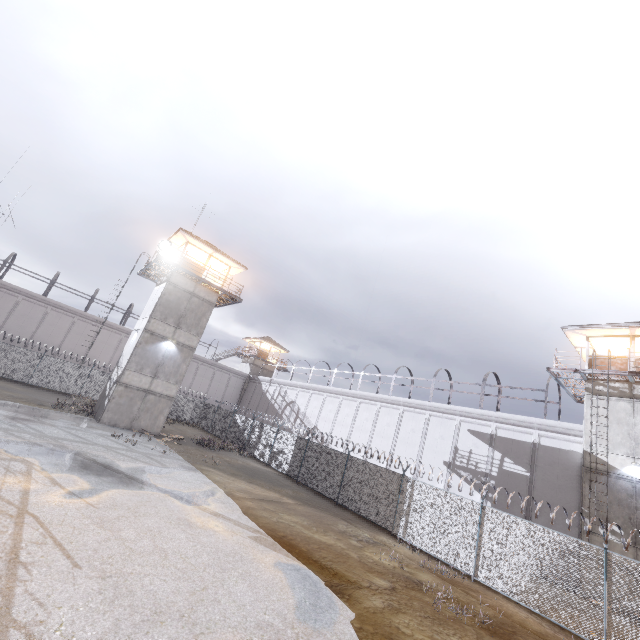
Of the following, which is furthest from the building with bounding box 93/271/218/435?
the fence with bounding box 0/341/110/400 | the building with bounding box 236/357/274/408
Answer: the building with bounding box 236/357/274/408

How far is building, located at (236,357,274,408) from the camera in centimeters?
4818cm

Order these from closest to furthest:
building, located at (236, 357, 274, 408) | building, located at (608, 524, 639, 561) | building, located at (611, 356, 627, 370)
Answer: building, located at (608, 524, 639, 561) < building, located at (611, 356, 627, 370) < building, located at (236, 357, 274, 408)

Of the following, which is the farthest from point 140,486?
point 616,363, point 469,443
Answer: point 616,363

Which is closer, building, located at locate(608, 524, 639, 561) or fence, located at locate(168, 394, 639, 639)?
fence, located at locate(168, 394, 639, 639)

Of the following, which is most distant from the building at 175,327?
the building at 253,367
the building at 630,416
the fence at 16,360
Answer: the building at 630,416

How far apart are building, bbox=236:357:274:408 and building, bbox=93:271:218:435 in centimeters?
2362cm

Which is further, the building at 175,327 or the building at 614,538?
the building at 175,327
